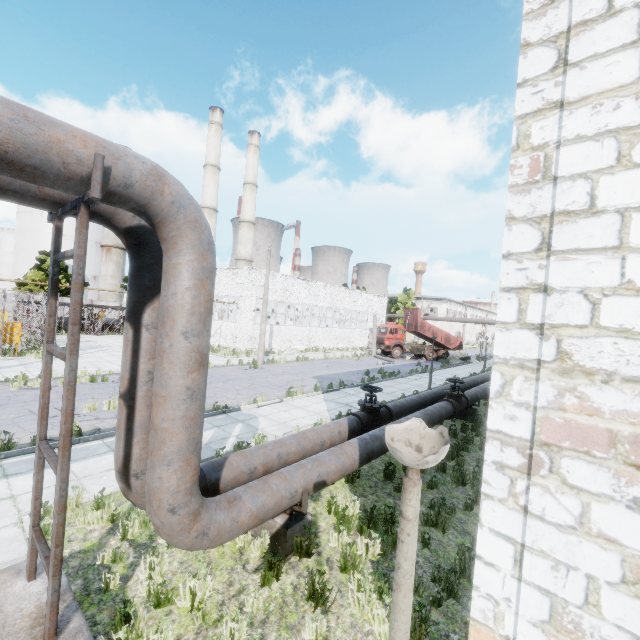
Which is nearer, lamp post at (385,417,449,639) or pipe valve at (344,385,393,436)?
lamp post at (385,417,449,639)

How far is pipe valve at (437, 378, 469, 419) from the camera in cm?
1122

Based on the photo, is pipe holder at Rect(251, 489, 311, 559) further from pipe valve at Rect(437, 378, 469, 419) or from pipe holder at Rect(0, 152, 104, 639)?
pipe valve at Rect(437, 378, 469, 419)

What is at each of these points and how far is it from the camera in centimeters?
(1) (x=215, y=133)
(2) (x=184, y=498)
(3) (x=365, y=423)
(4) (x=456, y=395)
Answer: (1) chimney, 4644cm
(2) pipe, 366cm
(3) pipe valve, 870cm
(4) pipe valve, 1166cm

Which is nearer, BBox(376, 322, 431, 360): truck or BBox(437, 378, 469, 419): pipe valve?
BBox(437, 378, 469, 419): pipe valve

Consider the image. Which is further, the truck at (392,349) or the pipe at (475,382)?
the truck at (392,349)

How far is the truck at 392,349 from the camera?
35.00m

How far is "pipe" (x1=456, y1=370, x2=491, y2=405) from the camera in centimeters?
1329cm
